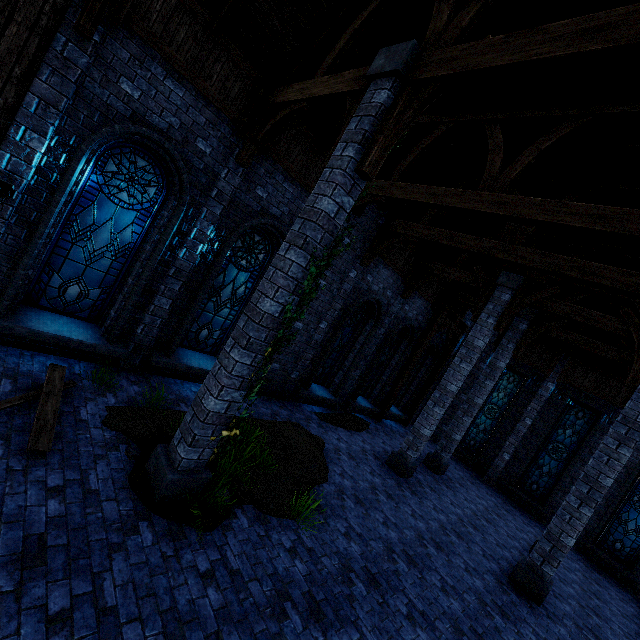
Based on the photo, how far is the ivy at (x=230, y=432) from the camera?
4.7m

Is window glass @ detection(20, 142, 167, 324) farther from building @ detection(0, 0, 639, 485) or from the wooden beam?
the wooden beam

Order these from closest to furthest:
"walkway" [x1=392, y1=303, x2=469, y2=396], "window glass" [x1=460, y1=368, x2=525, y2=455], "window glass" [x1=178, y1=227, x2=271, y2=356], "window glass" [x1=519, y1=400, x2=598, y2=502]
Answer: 1. "window glass" [x1=178, y1=227, x2=271, y2=356]
2. "window glass" [x1=519, y1=400, x2=598, y2=502]
3. "walkway" [x1=392, y1=303, x2=469, y2=396]
4. "window glass" [x1=460, y1=368, x2=525, y2=455]

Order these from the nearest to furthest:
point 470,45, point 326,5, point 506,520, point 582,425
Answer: point 470,45, point 326,5, point 506,520, point 582,425

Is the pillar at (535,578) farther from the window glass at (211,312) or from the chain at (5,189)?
the chain at (5,189)

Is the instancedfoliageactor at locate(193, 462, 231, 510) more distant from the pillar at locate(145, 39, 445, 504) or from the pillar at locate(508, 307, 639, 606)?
the pillar at locate(508, 307, 639, 606)

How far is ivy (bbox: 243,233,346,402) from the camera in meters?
4.5

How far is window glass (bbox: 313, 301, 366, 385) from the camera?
12.2 meters
